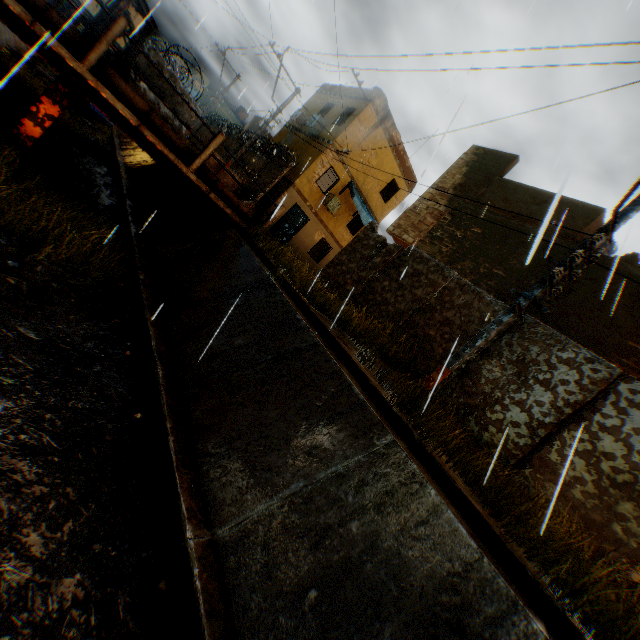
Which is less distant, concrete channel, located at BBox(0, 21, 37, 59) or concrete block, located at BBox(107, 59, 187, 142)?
concrete block, located at BBox(107, 59, 187, 142)

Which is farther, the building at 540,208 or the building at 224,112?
the building at 224,112

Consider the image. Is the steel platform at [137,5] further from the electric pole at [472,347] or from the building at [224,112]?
the building at [224,112]

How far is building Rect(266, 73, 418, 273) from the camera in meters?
18.8

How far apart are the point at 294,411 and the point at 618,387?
6.0m

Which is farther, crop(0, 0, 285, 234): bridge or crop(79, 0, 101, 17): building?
crop(79, 0, 101, 17): building

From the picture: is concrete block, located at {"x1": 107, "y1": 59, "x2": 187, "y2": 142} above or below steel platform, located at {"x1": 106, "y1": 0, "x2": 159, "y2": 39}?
below
